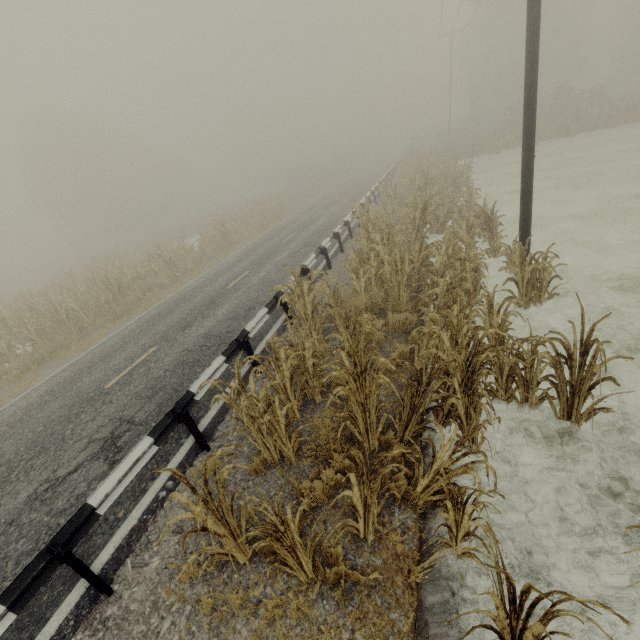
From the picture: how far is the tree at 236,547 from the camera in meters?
2.8 m

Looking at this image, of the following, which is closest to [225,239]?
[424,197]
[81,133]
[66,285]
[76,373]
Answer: [66,285]

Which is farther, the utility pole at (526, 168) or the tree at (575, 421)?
the utility pole at (526, 168)

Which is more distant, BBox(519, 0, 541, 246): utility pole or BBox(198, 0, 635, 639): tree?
BBox(519, 0, 541, 246): utility pole

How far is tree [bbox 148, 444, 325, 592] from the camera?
2.85m

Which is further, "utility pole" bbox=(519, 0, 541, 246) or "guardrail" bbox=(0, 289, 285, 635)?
"utility pole" bbox=(519, 0, 541, 246)

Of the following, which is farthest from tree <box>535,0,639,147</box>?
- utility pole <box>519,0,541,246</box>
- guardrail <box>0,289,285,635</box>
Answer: guardrail <box>0,289,285,635</box>
